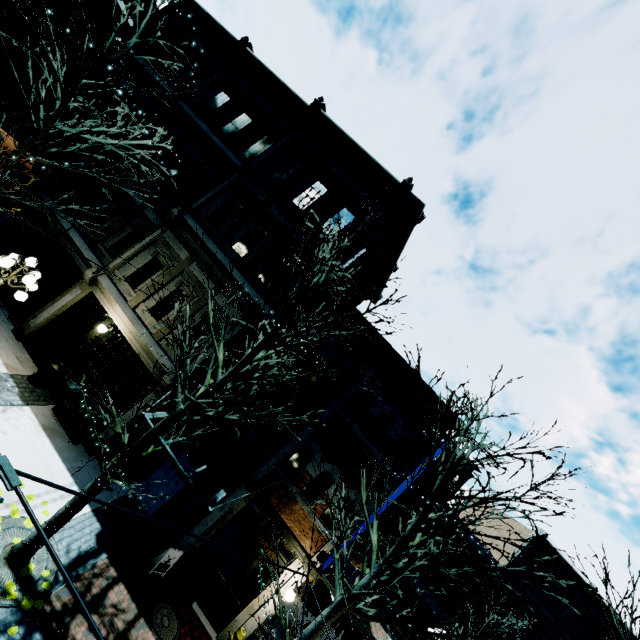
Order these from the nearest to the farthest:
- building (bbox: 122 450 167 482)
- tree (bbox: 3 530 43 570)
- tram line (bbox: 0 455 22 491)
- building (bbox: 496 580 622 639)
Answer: tram line (bbox: 0 455 22 491) → tree (bbox: 3 530 43 570) → building (bbox: 122 450 167 482) → building (bbox: 496 580 622 639)

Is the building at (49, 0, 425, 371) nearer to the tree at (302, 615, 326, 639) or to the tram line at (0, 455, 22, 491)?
the tree at (302, 615, 326, 639)

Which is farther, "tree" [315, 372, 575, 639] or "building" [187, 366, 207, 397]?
"building" [187, 366, 207, 397]

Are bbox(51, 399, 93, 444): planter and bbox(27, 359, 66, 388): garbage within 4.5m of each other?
yes

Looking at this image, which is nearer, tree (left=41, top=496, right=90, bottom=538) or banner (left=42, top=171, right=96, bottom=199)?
tree (left=41, top=496, right=90, bottom=538)

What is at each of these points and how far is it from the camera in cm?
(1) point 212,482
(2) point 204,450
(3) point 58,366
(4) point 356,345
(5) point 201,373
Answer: (1) building, 1061
(2) building, 1080
(3) garbage, 1059
(4) building, 1135
(5) building, 1101

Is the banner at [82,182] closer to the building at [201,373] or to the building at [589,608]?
the building at [201,373]

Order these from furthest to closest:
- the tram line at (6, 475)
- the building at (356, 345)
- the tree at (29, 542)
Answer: the building at (356, 345)
the tree at (29, 542)
the tram line at (6, 475)
